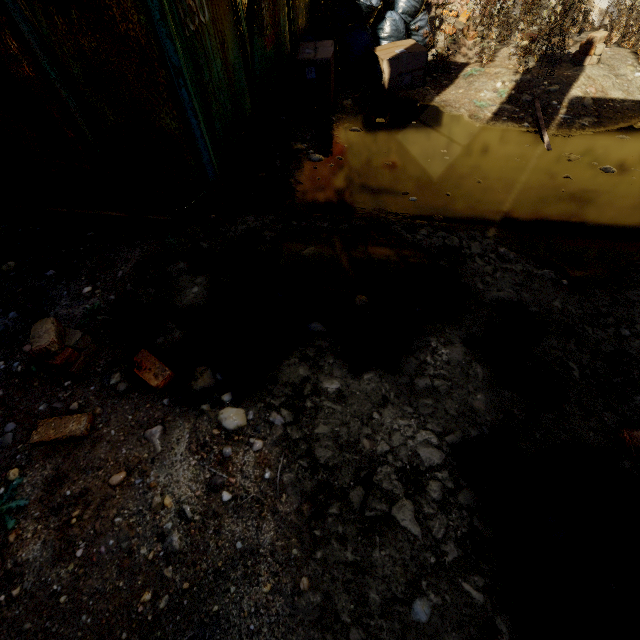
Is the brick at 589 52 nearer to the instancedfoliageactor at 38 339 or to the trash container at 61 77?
the trash container at 61 77

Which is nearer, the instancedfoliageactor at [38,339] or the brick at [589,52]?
the instancedfoliageactor at [38,339]

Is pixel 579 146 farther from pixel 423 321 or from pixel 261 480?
pixel 261 480

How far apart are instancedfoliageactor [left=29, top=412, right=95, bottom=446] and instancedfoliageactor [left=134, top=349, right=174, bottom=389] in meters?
0.3

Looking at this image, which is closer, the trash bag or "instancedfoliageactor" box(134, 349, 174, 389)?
"instancedfoliageactor" box(134, 349, 174, 389)

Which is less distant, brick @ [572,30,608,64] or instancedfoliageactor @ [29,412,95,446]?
instancedfoliageactor @ [29,412,95,446]

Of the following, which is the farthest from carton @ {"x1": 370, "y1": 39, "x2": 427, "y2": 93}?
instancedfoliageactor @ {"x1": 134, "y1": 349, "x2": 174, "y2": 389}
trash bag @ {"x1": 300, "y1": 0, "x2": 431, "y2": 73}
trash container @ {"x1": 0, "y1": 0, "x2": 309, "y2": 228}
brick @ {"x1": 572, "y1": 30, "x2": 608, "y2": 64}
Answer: instancedfoliageactor @ {"x1": 134, "y1": 349, "x2": 174, "y2": 389}

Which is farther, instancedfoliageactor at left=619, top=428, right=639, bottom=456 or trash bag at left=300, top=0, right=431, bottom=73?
trash bag at left=300, top=0, right=431, bottom=73
